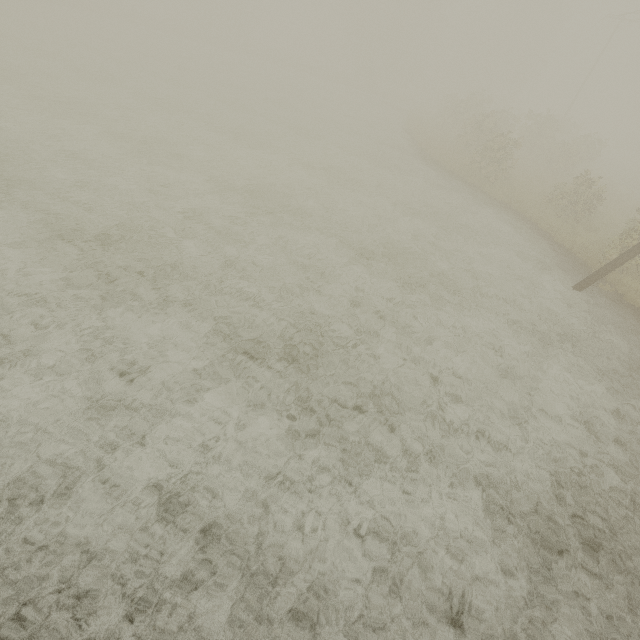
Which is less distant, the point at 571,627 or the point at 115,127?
the point at 571,627
